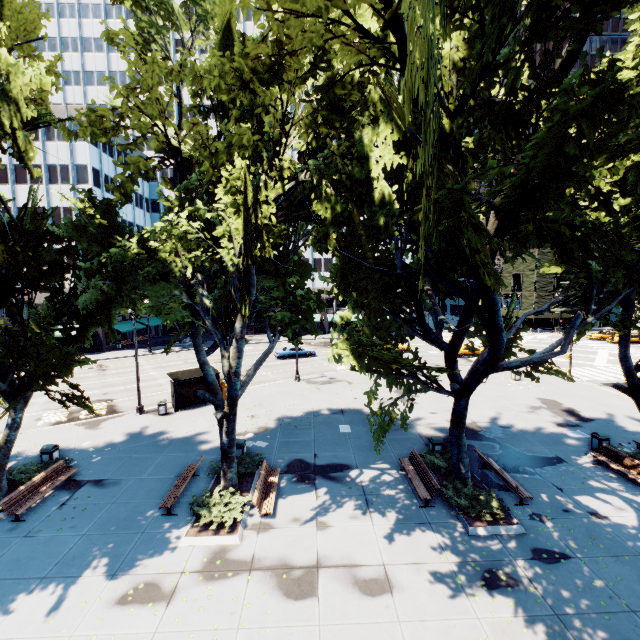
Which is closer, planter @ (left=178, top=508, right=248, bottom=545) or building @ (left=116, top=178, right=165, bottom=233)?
planter @ (left=178, top=508, right=248, bottom=545)

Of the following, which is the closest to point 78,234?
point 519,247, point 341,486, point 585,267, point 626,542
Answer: point 341,486

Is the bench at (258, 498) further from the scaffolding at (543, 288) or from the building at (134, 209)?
the scaffolding at (543, 288)

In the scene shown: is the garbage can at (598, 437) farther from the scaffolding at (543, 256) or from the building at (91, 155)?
the scaffolding at (543, 256)

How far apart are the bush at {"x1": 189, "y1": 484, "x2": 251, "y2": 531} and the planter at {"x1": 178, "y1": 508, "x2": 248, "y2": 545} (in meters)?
0.19

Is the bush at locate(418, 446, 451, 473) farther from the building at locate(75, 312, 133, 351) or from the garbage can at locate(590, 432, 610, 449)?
the building at locate(75, 312, 133, 351)

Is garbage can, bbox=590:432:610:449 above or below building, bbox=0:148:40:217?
below

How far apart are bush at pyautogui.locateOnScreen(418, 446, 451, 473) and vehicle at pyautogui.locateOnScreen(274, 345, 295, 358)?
25.88m
